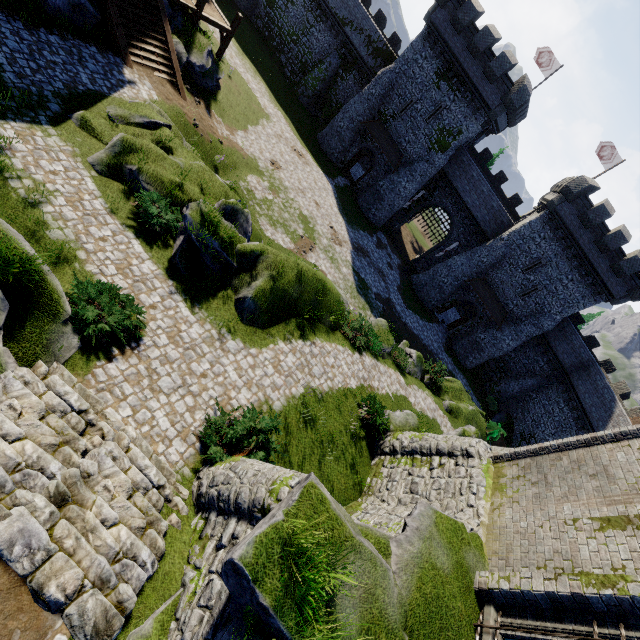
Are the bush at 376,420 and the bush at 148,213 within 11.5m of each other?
yes

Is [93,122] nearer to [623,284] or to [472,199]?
[472,199]

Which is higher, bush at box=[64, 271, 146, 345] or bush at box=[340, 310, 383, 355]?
bush at box=[64, 271, 146, 345]

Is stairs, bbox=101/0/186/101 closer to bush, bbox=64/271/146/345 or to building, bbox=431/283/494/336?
bush, bbox=64/271/146/345

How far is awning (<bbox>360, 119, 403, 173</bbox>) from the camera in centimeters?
3284cm

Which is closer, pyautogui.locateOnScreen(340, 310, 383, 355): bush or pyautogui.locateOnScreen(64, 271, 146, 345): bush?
pyautogui.locateOnScreen(64, 271, 146, 345): bush

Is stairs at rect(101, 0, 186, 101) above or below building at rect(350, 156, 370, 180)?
above

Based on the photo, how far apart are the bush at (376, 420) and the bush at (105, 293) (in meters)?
9.43
